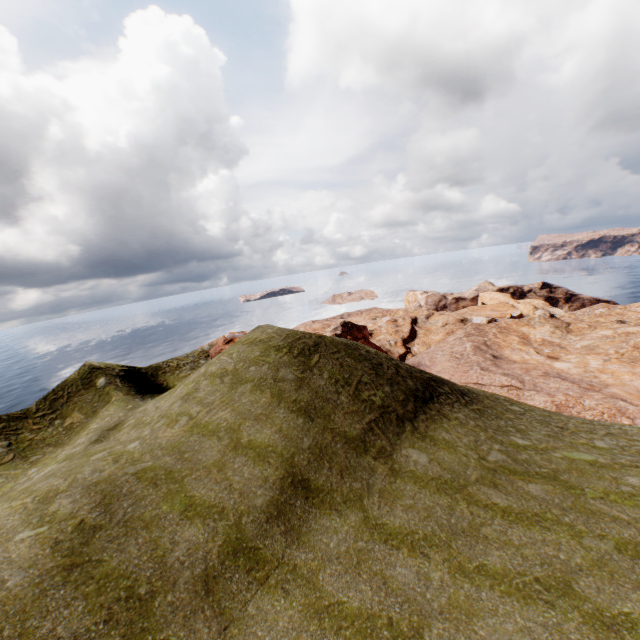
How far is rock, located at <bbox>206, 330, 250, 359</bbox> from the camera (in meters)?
39.47

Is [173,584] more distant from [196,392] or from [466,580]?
[196,392]

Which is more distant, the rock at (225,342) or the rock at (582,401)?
the rock at (225,342)

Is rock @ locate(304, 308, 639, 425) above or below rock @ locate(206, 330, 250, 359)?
below

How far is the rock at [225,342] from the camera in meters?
39.5

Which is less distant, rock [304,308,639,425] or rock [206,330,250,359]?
rock [304,308,639,425]
